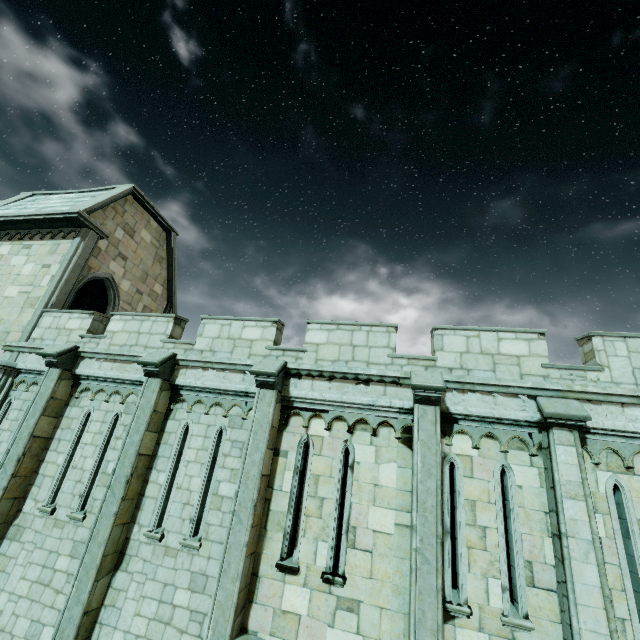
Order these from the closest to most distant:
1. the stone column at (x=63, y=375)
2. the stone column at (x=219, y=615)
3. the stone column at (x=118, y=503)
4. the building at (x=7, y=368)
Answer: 1. the stone column at (x=219, y=615)
2. the stone column at (x=118, y=503)
3. the stone column at (x=63, y=375)
4. the building at (x=7, y=368)

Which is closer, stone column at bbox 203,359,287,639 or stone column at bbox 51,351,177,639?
stone column at bbox 203,359,287,639

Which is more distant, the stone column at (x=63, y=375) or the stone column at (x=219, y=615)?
the stone column at (x=63, y=375)

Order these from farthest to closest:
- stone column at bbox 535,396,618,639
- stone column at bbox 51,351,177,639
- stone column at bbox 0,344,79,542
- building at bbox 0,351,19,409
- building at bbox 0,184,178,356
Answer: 1. building at bbox 0,184,178,356
2. building at bbox 0,351,19,409
3. stone column at bbox 0,344,79,542
4. stone column at bbox 51,351,177,639
5. stone column at bbox 535,396,618,639

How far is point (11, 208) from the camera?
13.72m

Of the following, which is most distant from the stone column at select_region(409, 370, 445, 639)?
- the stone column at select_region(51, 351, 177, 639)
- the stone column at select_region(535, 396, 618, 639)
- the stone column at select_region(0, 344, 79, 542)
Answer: the stone column at select_region(0, 344, 79, 542)

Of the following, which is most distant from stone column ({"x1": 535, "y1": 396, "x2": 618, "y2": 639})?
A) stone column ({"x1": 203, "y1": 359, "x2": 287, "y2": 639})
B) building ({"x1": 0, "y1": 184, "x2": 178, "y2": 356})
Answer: stone column ({"x1": 203, "y1": 359, "x2": 287, "y2": 639})

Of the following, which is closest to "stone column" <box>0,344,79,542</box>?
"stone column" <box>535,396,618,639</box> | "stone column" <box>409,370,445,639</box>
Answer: "stone column" <box>409,370,445,639</box>
